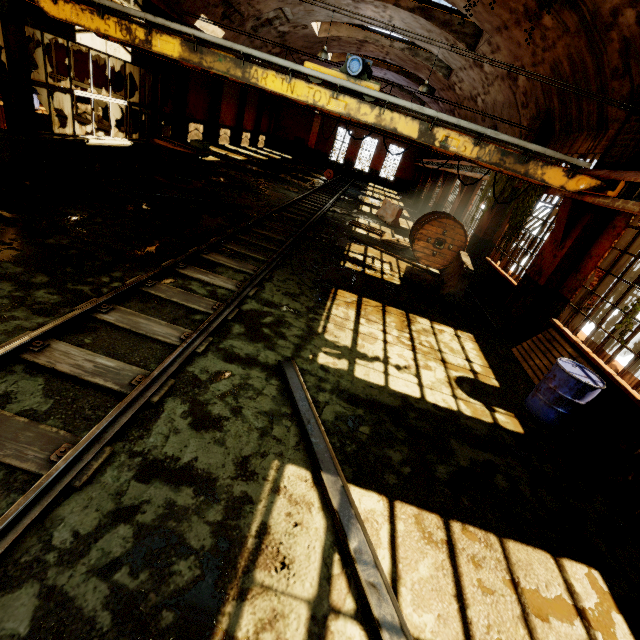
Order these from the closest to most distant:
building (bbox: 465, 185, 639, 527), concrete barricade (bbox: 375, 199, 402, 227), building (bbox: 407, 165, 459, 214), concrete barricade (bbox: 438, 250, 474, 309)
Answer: building (bbox: 465, 185, 639, 527), concrete barricade (bbox: 438, 250, 474, 309), concrete barricade (bbox: 375, 199, 402, 227), building (bbox: 407, 165, 459, 214)

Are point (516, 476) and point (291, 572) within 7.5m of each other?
yes

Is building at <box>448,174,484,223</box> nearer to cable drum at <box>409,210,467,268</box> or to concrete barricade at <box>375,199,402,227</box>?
cable drum at <box>409,210,467,268</box>

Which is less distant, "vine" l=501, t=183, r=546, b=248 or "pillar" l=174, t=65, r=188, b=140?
"vine" l=501, t=183, r=546, b=248

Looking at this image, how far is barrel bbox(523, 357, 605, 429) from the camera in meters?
5.0 m

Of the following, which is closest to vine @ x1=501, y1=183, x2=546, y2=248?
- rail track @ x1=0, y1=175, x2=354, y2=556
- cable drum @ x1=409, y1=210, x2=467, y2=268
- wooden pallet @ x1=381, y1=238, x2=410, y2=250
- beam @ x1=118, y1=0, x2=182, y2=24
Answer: cable drum @ x1=409, y1=210, x2=467, y2=268

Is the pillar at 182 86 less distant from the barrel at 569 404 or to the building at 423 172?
the building at 423 172

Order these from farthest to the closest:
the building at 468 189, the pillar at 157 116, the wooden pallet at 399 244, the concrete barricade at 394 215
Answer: the concrete barricade at 394 215 → the building at 468 189 → the wooden pallet at 399 244 → the pillar at 157 116
